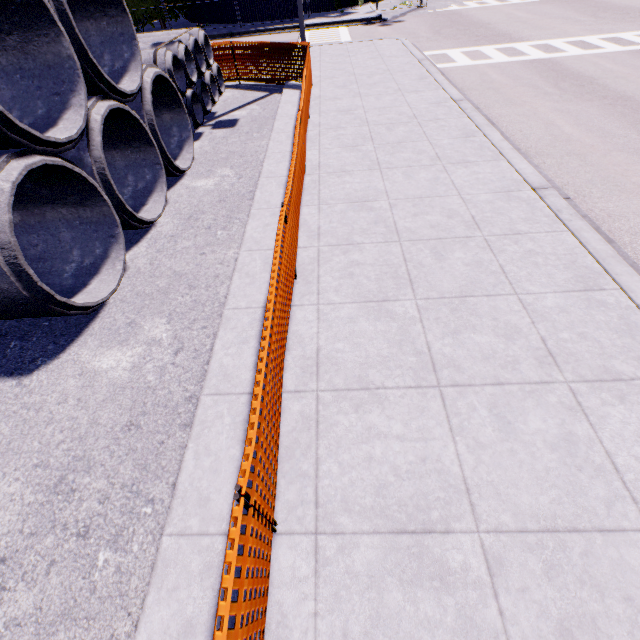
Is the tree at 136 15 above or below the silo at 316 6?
above

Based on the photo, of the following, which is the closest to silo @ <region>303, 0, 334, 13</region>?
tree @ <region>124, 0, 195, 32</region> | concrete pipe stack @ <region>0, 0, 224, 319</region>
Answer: tree @ <region>124, 0, 195, 32</region>

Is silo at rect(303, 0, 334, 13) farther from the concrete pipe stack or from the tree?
the concrete pipe stack

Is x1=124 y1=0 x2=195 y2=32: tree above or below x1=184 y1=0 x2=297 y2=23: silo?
above

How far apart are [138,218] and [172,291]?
1.80m

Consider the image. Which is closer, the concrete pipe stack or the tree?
the concrete pipe stack
